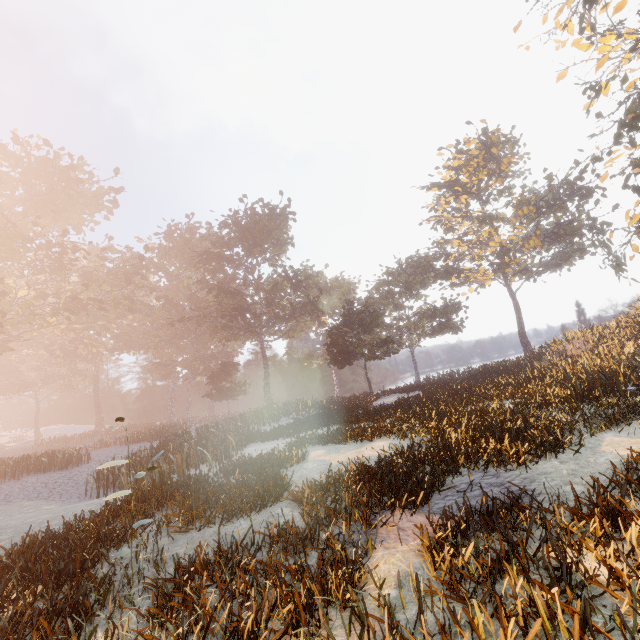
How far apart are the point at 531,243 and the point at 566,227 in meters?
3.9 m

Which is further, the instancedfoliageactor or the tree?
the tree

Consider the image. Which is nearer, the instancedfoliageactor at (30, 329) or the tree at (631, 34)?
the instancedfoliageactor at (30, 329)
